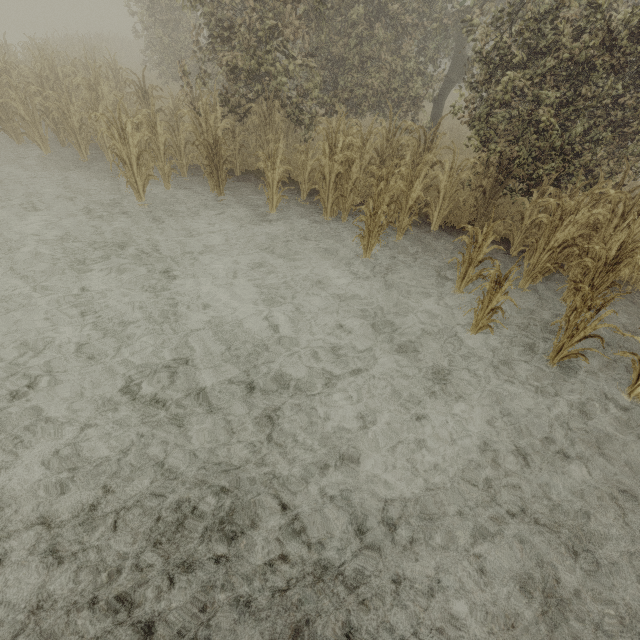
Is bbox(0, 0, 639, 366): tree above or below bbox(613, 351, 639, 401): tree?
above

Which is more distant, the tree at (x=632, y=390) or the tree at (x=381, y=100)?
the tree at (x=381, y=100)

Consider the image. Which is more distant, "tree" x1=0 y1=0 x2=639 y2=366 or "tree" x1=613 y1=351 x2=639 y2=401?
"tree" x1=0 y1=0 x2=639 y2=366

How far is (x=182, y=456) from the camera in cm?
308

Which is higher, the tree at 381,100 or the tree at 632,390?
the tree at 381,100
